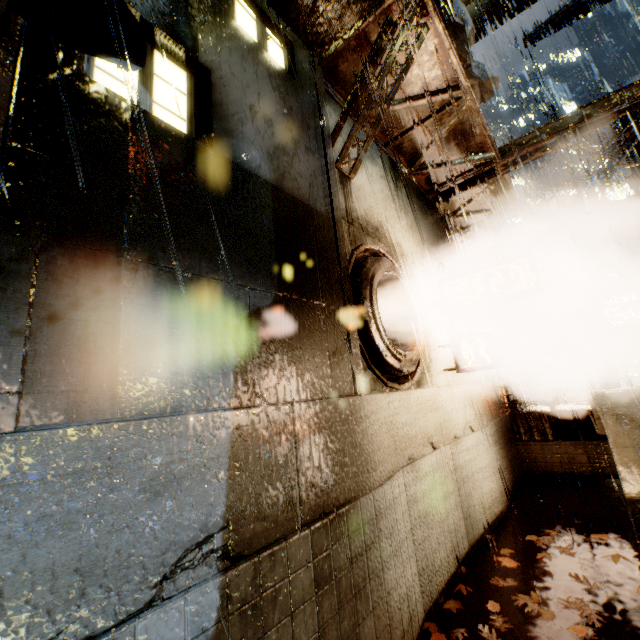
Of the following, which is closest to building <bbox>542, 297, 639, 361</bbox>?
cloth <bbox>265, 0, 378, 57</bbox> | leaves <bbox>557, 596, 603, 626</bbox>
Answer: cloth <bbox>265, 0, 378, 57</bbox>

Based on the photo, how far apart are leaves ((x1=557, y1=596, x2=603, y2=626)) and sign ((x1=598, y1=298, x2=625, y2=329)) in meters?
25.3 m

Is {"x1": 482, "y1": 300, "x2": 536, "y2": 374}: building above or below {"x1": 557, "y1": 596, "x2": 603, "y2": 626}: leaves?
above

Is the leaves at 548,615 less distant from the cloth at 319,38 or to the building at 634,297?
the building at 634,297

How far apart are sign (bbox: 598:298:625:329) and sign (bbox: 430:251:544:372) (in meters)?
22.94

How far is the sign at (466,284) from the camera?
6.42m

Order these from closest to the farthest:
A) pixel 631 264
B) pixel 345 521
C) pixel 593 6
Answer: pixel 345 521
pixel 593 6
pixel 631 264

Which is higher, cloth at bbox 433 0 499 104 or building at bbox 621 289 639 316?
building at bbox 621 289 639 316
